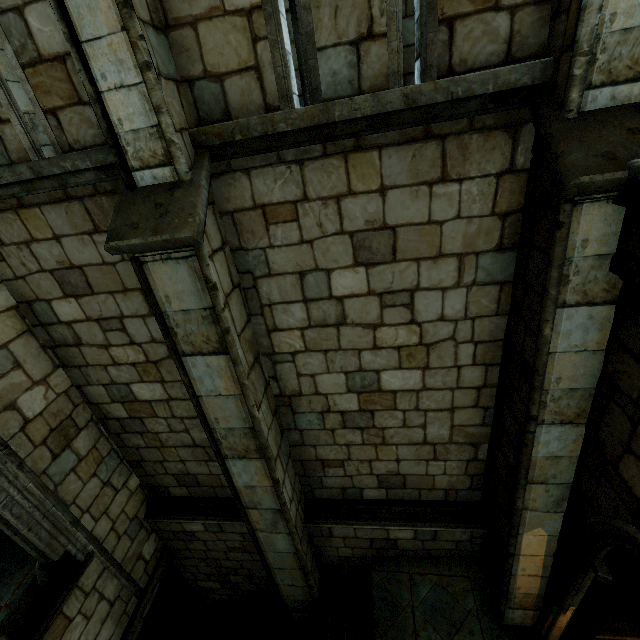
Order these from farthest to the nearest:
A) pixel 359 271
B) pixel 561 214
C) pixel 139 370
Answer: pixel 139 370, pixel 359 271, pixel 561 214
